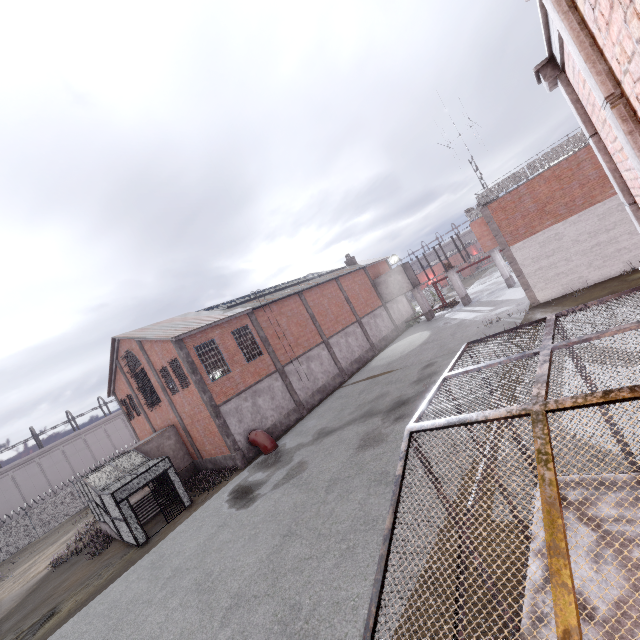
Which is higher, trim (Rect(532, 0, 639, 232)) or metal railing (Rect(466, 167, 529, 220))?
metal railing (Rect(466, 167, 529, 220))

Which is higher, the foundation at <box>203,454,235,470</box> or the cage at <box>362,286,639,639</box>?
the cage at <box>362,286,639,639</box>

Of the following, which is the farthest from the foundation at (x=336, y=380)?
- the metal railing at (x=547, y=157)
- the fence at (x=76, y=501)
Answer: the fence at (x=76, y=501)

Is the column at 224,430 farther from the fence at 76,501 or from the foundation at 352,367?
the fence at 76,501

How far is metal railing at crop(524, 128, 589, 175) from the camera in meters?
17.3

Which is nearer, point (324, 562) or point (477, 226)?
point (324, 562)

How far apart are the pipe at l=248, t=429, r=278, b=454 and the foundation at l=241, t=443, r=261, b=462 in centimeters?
5cm

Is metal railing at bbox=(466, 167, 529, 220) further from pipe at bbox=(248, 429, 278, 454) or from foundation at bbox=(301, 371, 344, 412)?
pipe at bbox=(248, 429, 278, 454)
